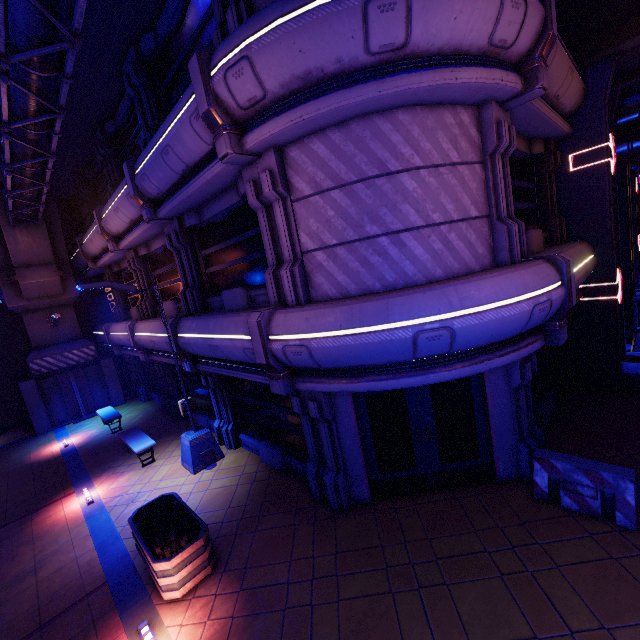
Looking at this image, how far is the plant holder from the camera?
5.70m

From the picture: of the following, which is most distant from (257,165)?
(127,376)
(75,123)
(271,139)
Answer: (127,376)

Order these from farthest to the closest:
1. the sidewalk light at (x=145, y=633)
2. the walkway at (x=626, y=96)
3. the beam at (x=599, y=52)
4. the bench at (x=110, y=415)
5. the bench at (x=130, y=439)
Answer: the bench at (x=110, y=415)
the bench at (x=130, y=439)
the walkway at (x=626, y=96)
the beam at (x=599, y=52)
the sidewalk light at (x=145, y=633)

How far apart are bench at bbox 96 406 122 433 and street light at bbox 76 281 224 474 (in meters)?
5.57

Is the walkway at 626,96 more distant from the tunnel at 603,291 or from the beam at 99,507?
the beam at 99,507

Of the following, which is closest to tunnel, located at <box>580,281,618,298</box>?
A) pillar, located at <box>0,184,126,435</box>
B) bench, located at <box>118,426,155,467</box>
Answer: bench, located at <box>118,426,155,467</box>

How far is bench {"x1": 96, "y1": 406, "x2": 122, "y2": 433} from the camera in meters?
14.1

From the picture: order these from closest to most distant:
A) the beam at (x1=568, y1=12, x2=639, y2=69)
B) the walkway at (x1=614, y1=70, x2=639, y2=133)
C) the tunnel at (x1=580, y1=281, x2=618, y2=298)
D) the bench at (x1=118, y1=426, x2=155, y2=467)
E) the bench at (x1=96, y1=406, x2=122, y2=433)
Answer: the beam at (x1=568, y1=12, x2=639, y2=69)
the tunnel at (x1=580, y1=281, x2=618, y2=298)
the walkway at (x1=614, y1=70, x2=639, y2=133)
the bench at (x1=118, y1=426, x2=155, y2=467)
the bench at (x1=96, y1=406, x2=122, y2=433)
